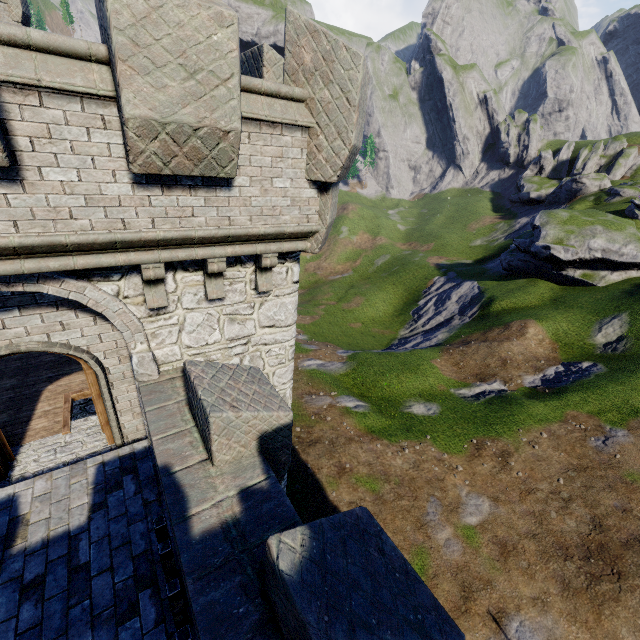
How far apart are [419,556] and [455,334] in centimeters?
2449cm
